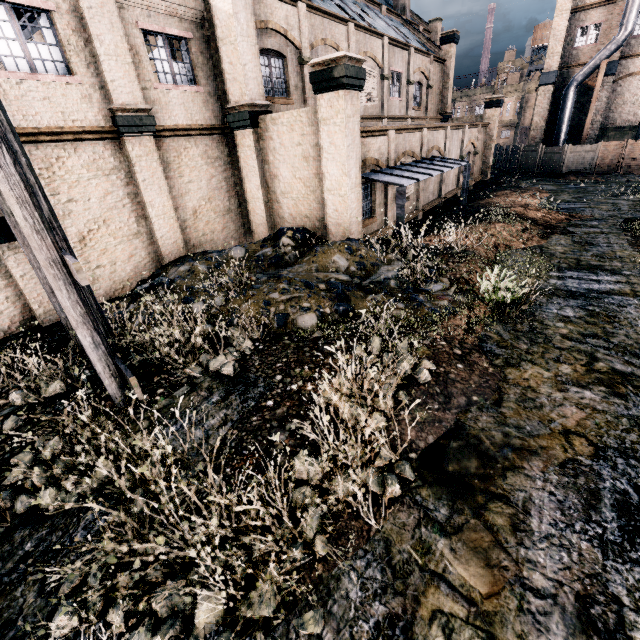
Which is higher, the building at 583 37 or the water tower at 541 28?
the water tower at 541 28

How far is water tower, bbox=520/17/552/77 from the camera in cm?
4528

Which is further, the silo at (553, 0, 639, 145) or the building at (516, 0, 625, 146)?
the building at (516, 0, 625, 146)

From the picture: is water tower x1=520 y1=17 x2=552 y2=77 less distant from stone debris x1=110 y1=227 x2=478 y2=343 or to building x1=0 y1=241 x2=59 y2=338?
building x1=0 y1=241 x2=59 y2=338

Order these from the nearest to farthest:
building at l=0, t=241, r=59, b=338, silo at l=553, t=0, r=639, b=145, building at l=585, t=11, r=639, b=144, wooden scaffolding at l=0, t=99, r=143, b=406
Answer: wooden scaffolding at l=0, t=99, r=143, b=406, building at l=0, t=241, r=59, b=338, silo at l=553, t=0, r=639, b=145, building at l=585, t=11, r=639, b=144

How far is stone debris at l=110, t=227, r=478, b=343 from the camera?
8.69m

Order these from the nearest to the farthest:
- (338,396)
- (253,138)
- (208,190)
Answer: (338,396), (253,138), (208,190)

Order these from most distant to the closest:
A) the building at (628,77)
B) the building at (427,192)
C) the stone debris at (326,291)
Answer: the building at (628,77)
the building at (427,192)
the stone debris at (326,291)
